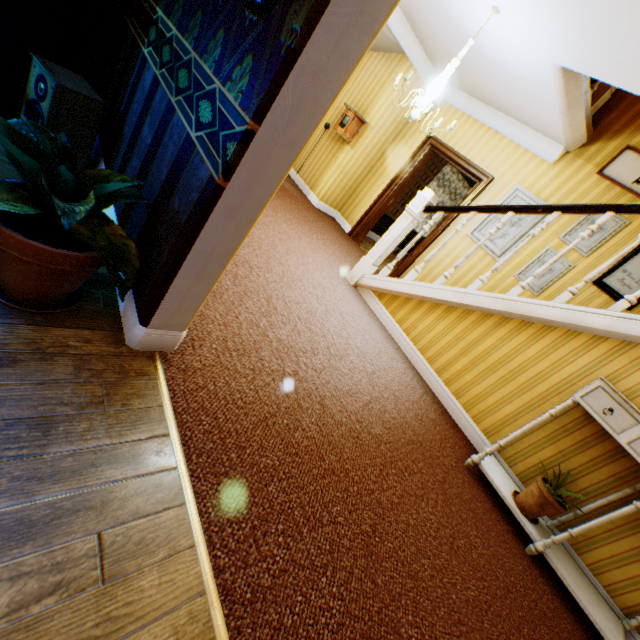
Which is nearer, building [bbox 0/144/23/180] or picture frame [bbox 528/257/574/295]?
building [bbox 0/144/23/180]

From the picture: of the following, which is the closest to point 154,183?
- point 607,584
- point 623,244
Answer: point 607,584

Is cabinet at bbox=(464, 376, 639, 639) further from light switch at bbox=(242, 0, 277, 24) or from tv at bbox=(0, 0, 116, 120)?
tv at bbox=(0, 0, 116, 120)

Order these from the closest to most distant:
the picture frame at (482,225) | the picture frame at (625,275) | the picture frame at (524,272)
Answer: the picture frame at (625,275)
the picture frame at (524,272)
the picture frame at (482,225)

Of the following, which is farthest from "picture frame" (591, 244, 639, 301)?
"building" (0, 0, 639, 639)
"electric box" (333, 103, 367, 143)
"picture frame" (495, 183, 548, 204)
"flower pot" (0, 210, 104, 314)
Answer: "flower pot" (0, 210, 104, 314)

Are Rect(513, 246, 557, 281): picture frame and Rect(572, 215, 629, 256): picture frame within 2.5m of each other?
yes

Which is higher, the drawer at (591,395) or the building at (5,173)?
the drawer at (591,395)

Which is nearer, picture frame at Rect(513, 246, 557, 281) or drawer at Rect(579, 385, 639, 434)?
drawer at Rect(579, 385, 639, 434)
